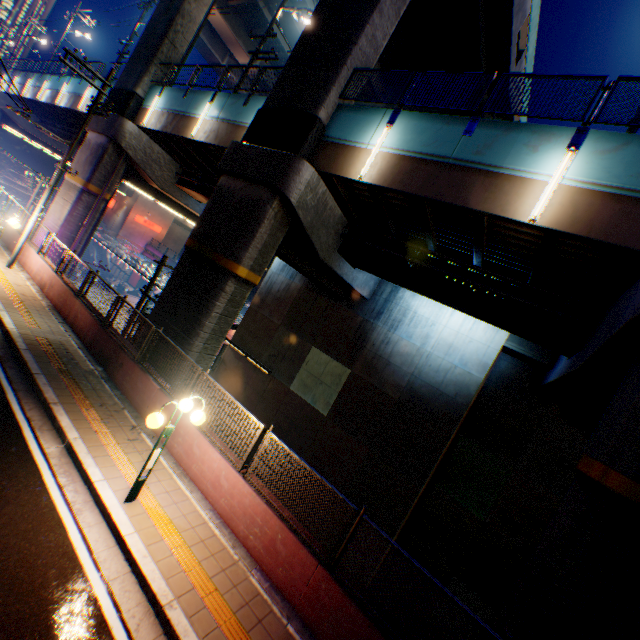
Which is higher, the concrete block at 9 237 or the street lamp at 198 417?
the street lamp at 198 417

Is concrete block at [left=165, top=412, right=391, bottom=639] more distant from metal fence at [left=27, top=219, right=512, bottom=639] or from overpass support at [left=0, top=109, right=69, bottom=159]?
overpass support at [left=0, top=109, right=69, bottom=159]

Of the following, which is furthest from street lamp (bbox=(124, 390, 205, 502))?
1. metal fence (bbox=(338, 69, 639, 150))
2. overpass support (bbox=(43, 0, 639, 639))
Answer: overpass support (bbox=(43, 0, 639, 639))

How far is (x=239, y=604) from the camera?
5.5m

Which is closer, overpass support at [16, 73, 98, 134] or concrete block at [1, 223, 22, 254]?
concrete block at [1, 223, 22, 254]

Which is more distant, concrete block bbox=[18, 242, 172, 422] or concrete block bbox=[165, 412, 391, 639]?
concrete block bbox=[18, 242, 172, 422]

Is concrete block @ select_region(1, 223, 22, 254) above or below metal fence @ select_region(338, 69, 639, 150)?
below

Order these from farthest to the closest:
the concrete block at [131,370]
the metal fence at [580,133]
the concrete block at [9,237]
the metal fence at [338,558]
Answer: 1. the concrete block at [9,237]
2. the concrete block at [131,370]
3. the metal fence at [580,133]
4. the metal fence at [338,558]
